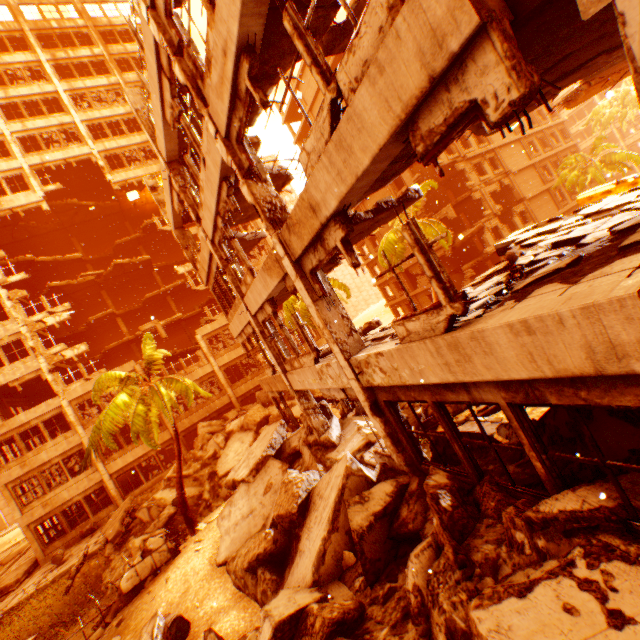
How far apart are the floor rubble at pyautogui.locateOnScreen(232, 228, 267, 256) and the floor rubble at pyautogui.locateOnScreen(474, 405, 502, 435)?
9.57m

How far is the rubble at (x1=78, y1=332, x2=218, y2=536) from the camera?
13.5 meters

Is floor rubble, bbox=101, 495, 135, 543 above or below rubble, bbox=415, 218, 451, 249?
below

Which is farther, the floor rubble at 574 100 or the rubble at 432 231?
the rubble at 432 231

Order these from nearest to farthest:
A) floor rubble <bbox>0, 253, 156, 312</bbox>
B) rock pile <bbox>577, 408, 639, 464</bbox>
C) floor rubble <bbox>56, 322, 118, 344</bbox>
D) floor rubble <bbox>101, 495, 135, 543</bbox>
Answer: rock pile <bbox>577, 408, 639, 464</bbox> < floor rubble <bbox>101, 495, 135, 543</bbox> < floor rubble <bbox>0, 253, 156, 312</bbox> < floor rubble <bbox>56, 322, 118, 344</bbox>

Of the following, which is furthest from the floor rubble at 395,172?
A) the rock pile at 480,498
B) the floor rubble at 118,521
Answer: the floor rubble at 118,521

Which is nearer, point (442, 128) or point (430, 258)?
point (442, 128)
